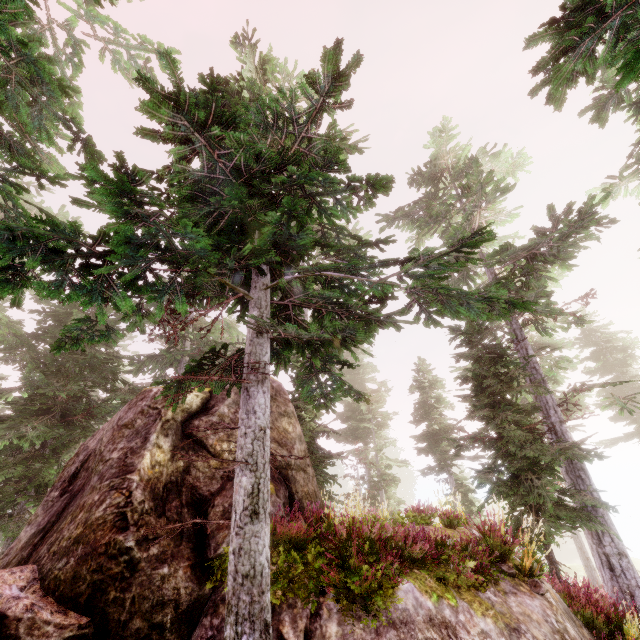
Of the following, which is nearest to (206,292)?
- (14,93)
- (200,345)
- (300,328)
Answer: (300,328)

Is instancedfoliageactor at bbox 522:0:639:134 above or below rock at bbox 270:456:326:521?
above

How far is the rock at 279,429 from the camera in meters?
9.1

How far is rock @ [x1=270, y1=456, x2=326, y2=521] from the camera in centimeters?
735cm

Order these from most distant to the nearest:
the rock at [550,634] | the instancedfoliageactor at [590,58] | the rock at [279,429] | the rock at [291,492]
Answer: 1. the rock at [279,429]
2. the rock at [291,492]
3. the rock at [550,634]
4. the instancedfoliageactor at [590,58]

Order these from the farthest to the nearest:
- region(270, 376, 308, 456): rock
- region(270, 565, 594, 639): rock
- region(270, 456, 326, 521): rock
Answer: region(270, 376, 308, 456): rock
region(270, 456, 326, 521): rock
region(270, 565, 594, 639): rock

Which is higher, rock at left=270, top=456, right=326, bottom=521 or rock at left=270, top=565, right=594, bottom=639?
rock at left=270, top=456, right=326, bottom=521
